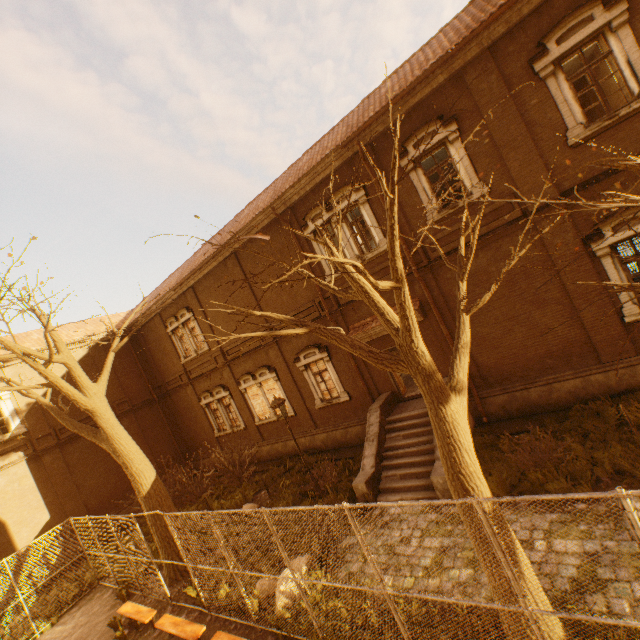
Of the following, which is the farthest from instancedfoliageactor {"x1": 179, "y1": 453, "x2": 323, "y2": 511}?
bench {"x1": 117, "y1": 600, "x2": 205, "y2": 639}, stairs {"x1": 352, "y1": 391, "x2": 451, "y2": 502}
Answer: stairs {"x1": 352, "y1": 391, "x2": 451, "y2": 502}

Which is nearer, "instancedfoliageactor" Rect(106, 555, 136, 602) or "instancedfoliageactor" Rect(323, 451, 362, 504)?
"instancedfoliageactor" Rect(323, 451, 362, 504)

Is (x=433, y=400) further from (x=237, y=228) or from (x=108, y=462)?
(x=108, y=462)

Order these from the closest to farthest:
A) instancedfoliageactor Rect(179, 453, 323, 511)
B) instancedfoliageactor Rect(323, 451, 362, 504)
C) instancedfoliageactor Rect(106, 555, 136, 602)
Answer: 1. instancedfoliageactor Rect(323, 451, 362, 504)
2. instancedfoliageactor Rect(106, 555, 136, 602)
3. instancedfoliageactor Rect(179, 453, 323, 511)

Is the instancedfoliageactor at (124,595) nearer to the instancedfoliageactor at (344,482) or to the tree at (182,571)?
the tree at (182,571)

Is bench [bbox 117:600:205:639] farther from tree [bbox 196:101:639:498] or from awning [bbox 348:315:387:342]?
awning [bbox 348:315:387:342]

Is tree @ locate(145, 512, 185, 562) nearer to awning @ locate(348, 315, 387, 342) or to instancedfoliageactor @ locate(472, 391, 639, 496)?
instancedfoliageactor @ locate(472, 391, 639, 496)

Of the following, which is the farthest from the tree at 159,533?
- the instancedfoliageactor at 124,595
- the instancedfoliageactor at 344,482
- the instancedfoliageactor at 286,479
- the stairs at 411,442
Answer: the stairs at 411,442
